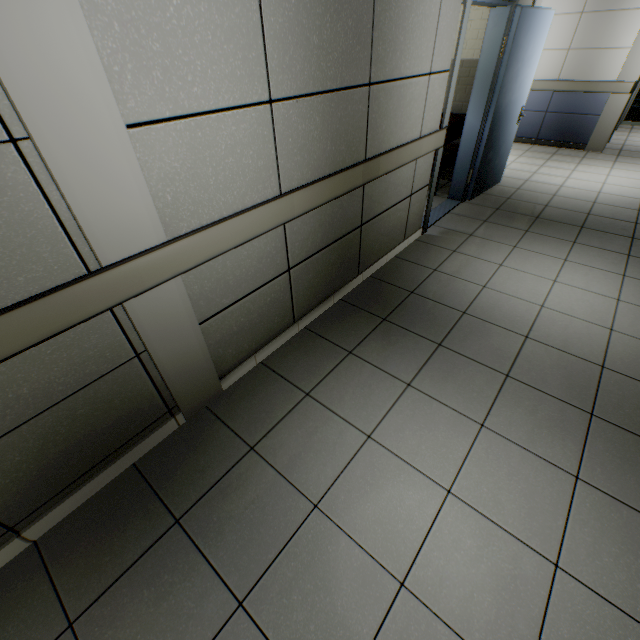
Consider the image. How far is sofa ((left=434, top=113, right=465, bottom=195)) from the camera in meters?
4.3

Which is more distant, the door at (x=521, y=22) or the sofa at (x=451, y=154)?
the sofa at (x=451, y=154)

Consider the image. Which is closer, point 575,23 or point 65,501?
point 65,501

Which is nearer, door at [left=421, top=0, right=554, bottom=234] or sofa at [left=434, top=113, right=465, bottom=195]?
door at [left=421, top=0, right=554, bottom=234]

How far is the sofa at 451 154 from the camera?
4.3m
